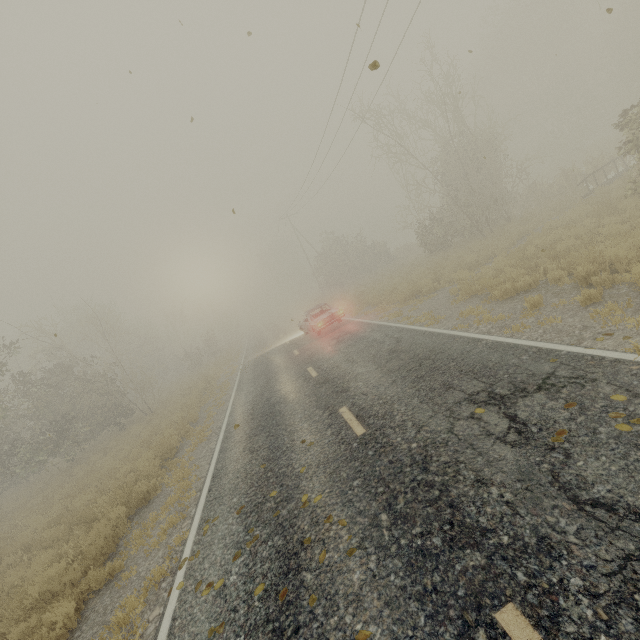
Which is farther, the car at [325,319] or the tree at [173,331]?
the tree at [173,331]

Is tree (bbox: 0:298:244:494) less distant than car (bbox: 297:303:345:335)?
No

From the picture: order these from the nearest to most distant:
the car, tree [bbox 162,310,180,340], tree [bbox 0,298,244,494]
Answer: the car < tree [bbox 0,298,244,494] < tree [bbox 162,310,180,340]

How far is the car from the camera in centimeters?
1664cm

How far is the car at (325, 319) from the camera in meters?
16.6

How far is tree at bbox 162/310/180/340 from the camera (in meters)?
48.26

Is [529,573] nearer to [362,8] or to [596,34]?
[362,8]
